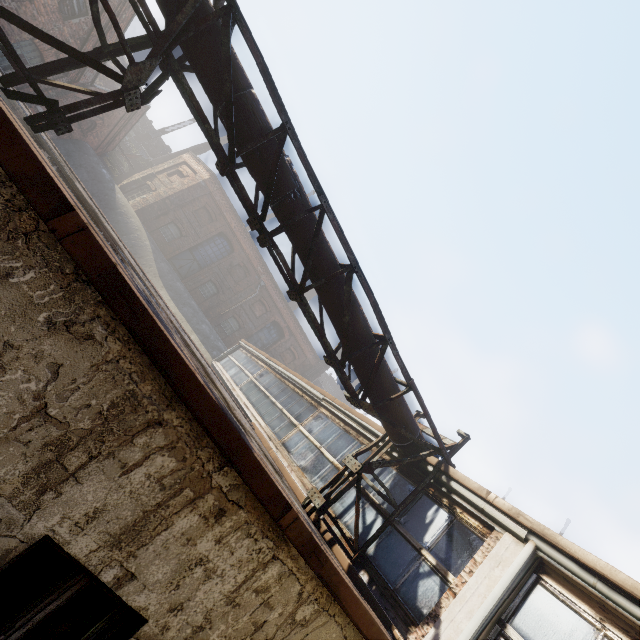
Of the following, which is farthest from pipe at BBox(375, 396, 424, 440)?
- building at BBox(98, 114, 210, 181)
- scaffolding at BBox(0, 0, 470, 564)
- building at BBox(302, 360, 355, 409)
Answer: building at BBox(302, 360, 355, 409)

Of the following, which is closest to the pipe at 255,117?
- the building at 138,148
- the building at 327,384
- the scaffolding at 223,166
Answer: the scaffolding at 223,166

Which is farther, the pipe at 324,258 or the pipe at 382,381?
the pipe at 382,381

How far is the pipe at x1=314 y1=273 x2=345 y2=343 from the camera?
5.2 meters

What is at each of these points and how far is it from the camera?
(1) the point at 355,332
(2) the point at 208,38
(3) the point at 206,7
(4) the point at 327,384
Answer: (1) pipe, 5.5 meters
(2) pipe, 4.1 meters
(3) pipe, 4.1 meters
(4) building, 40.6 meters

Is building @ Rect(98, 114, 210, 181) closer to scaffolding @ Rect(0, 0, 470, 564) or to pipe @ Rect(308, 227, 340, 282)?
scaffolding @ Rect(0, 0, 470, 564)

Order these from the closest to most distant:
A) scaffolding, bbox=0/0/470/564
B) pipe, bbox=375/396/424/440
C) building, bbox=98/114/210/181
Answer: scaffolding, bbox=0/0/470/564, pipe, bbox=375/396/424/440, building, bbox=98/114/210/181
